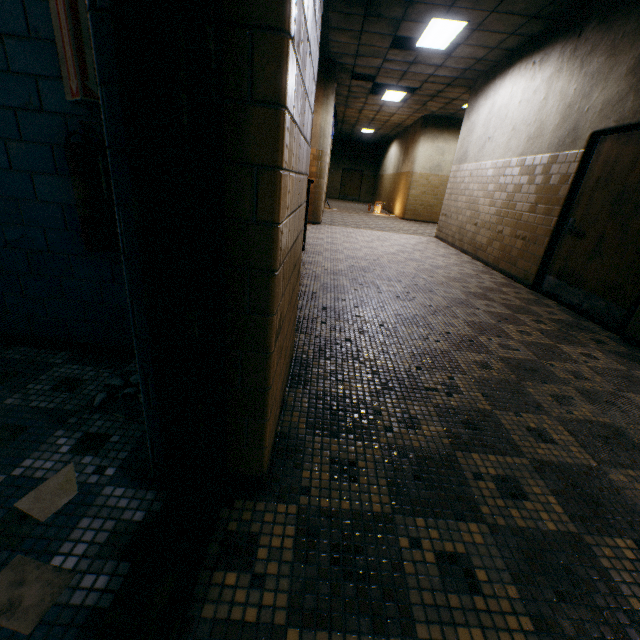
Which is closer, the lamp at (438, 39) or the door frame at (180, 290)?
the door frame at (180, 290)

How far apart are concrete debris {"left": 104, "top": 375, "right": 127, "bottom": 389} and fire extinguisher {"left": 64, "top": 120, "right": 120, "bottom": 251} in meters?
0.8 m

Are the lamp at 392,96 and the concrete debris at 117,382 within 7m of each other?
no

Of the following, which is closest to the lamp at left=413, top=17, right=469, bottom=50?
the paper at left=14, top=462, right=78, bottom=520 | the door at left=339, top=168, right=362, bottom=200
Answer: the paper at left=14, top=462, right=78, bottom=520

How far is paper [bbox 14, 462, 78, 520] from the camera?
1.20m

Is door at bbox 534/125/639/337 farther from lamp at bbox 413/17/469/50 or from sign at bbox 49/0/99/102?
sign at bbox 49/0/99/102

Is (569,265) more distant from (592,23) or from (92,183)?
(92,183)

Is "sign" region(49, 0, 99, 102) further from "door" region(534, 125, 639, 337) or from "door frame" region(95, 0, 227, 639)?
"door" region(534, 125, 639, 337)
